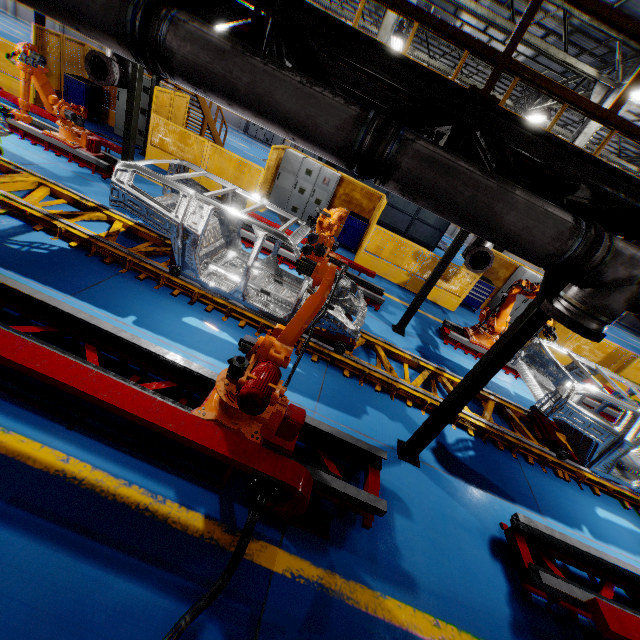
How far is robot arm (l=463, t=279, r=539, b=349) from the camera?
7.8 meters

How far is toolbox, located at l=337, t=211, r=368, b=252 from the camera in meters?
11.6 m

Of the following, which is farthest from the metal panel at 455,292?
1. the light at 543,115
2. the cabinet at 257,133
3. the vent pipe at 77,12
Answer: the cabinet at 257,133

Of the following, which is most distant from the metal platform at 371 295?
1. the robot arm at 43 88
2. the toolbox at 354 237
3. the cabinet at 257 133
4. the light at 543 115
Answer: the cabinet at 257 133

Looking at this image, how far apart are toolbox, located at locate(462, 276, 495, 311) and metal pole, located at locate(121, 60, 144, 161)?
11.3m

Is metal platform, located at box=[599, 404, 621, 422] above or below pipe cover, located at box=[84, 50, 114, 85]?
below

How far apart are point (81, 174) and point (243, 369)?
8.1m

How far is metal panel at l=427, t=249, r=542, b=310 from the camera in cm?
1094
